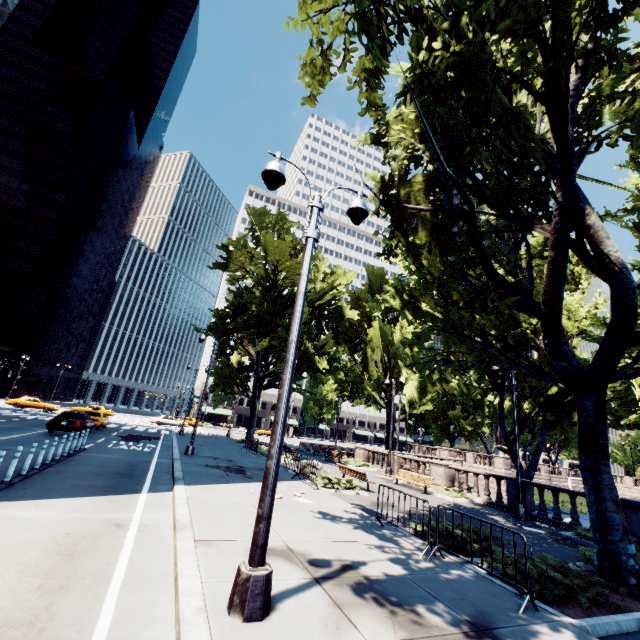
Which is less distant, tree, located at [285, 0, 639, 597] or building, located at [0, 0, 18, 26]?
tree, located at [285, 0, 639, 597]

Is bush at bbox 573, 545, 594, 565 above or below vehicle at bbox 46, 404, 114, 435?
below

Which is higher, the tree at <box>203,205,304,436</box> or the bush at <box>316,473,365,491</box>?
the tree at <box>203,205,304,436</box>

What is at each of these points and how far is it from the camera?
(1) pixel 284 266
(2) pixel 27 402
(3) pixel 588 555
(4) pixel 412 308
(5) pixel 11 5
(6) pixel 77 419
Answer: (1) tree, 28.8m
(2) vehicle, 39.8m
(3) bush, 8.8m
(4) tree, 10.2m
(5) building, 35.8m
(6) vehicle, 21.2m

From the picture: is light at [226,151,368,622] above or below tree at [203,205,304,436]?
below

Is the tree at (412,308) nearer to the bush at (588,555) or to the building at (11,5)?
the bush at (588,555)

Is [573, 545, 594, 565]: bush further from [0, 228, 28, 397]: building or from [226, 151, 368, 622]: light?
[0, 228, 28, 397]: building

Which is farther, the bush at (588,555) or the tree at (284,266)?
the tree at (284,266)
